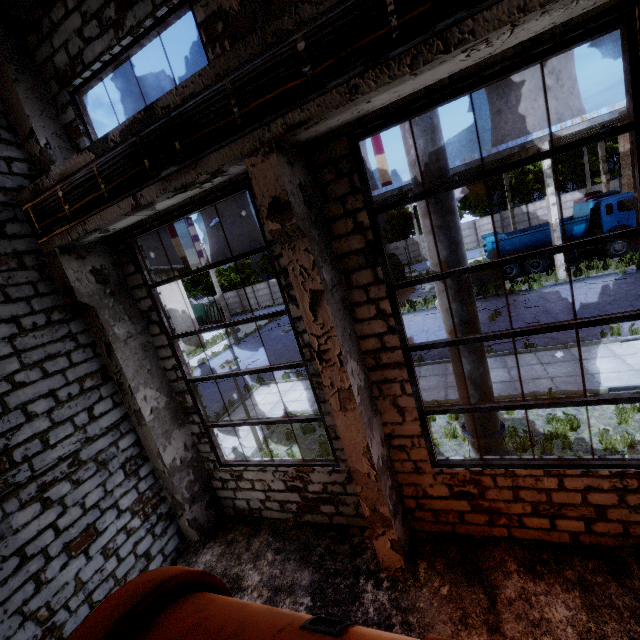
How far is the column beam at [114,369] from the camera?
5.60m

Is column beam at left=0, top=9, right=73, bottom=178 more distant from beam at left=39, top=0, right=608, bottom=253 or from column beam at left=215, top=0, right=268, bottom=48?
column beam at left=215, top=0, right=268, bottom=48

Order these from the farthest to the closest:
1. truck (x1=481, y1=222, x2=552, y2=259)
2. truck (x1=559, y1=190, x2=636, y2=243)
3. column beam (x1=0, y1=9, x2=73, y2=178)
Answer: truck (x1=481, y1=222, x2=552, y2=259) < truck (x1=559, y1=190, x2=636, y2=243) < column beam (x1=0, y1=9, x2=73, y2=178)

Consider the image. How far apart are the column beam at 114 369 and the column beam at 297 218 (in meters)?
3.80

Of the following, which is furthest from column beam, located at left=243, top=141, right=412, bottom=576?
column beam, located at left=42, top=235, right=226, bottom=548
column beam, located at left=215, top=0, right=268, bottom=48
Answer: column beam, located at left=42, top=235, right=226, bottom=548

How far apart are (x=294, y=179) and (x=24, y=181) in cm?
498

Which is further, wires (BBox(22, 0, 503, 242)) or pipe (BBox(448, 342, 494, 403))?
pipe (BBox(448, 342, 494, 403))

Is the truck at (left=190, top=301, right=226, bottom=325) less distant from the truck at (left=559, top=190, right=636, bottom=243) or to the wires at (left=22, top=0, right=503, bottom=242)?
the truck at (left=559, top=190, right=636, bottom=243)
